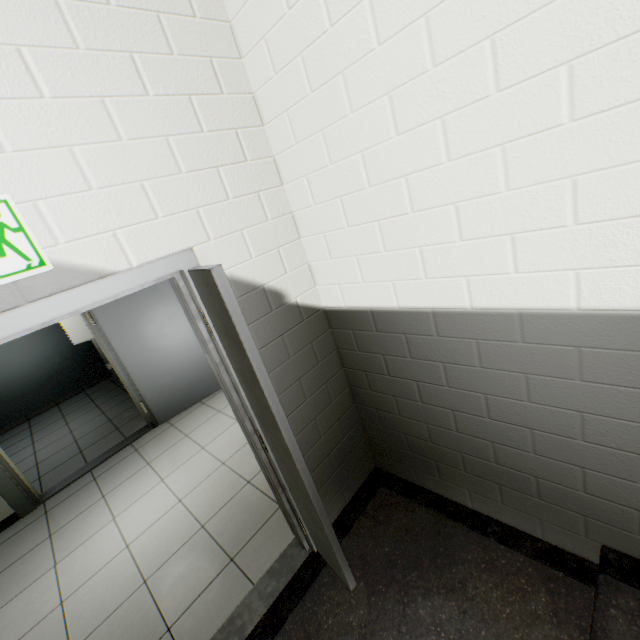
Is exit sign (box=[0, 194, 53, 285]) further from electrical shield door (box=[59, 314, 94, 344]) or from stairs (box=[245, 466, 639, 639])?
electrical shield door (box=[59, 314, 94, 344])

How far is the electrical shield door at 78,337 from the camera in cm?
513

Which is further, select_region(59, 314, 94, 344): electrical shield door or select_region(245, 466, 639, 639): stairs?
select_region(59, 314, 94, 344): electrical shield door

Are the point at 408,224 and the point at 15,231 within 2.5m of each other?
yes

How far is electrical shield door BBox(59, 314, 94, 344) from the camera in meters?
5.1 m

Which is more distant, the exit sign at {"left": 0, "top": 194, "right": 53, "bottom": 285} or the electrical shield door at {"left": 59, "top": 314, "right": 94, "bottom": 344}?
the electrical shield door at {"left": 59, "top": 314, "right": 94, "bottom": 344}

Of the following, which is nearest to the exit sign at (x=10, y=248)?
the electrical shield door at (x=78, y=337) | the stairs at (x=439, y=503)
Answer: the stairs at (x=439, y=503)
